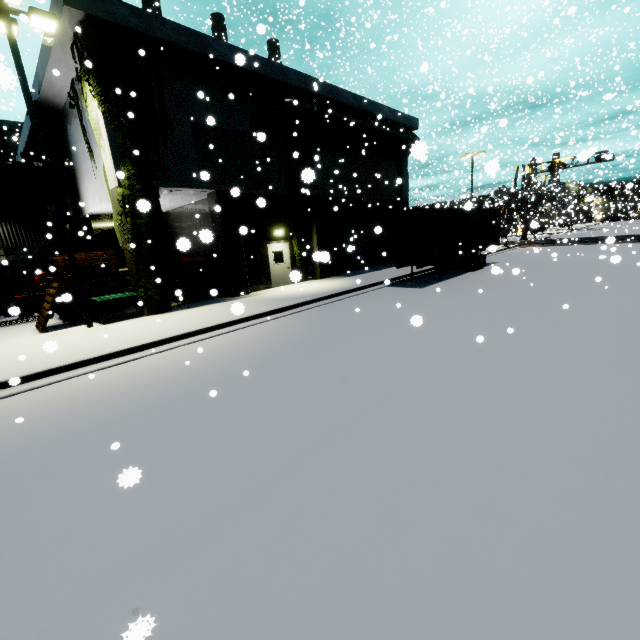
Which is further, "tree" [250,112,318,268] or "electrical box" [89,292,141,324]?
"tree" [250,112,318,268]

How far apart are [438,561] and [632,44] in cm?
2656

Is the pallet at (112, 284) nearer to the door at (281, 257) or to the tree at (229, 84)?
the tree at (229, 84)

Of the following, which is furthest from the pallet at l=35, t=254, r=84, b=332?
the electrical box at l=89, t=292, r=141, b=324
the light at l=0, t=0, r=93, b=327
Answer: the light at l=0, t=0, r=93, b=327

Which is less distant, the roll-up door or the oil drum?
the oil drum

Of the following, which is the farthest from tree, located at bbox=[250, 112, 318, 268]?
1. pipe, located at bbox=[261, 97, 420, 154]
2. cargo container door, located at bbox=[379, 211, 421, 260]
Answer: cargo container door, located at bbox=[379, 211, 421, 260]

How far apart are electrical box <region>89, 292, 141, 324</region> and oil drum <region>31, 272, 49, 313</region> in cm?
630

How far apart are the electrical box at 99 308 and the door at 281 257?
6.8m
